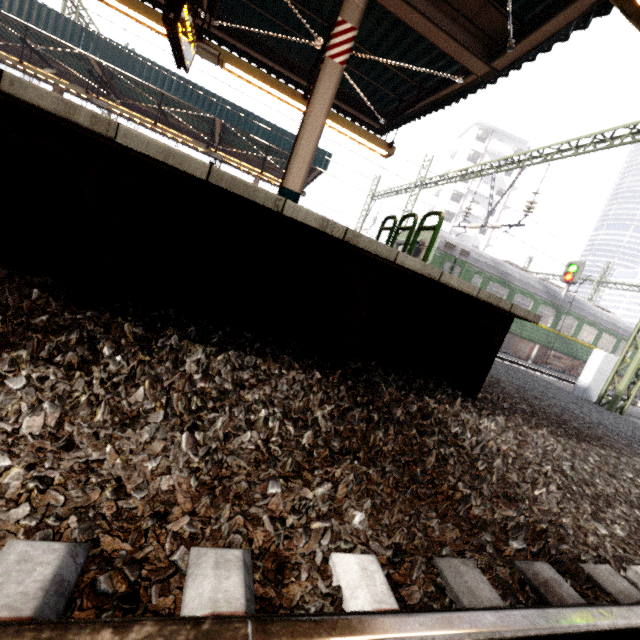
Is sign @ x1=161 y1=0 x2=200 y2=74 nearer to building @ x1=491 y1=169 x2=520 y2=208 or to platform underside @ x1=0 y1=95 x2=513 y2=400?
platform underside @ x1=0 y1=95 x2=513 y2=400

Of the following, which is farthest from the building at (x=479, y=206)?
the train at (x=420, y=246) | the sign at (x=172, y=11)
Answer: the sign at (x=172, y=11)

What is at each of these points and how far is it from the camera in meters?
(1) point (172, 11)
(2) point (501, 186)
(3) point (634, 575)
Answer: (1) sign, 4.6
(2) building, 47.9
(3) train track, 1.9

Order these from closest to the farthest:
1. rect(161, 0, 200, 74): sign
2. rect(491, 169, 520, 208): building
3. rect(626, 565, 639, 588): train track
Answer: rect(626, 565, 639, 588): train track
rect(161, 0, 200, 74): sign
rect(491, 169, 520, 208): building

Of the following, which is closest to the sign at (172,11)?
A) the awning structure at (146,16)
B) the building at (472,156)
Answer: the awning structure at (146,16)

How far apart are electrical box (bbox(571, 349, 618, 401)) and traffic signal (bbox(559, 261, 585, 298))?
9.03m

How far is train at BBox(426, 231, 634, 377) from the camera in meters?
15.0 m

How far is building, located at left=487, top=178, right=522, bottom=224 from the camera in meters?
47.8 m
